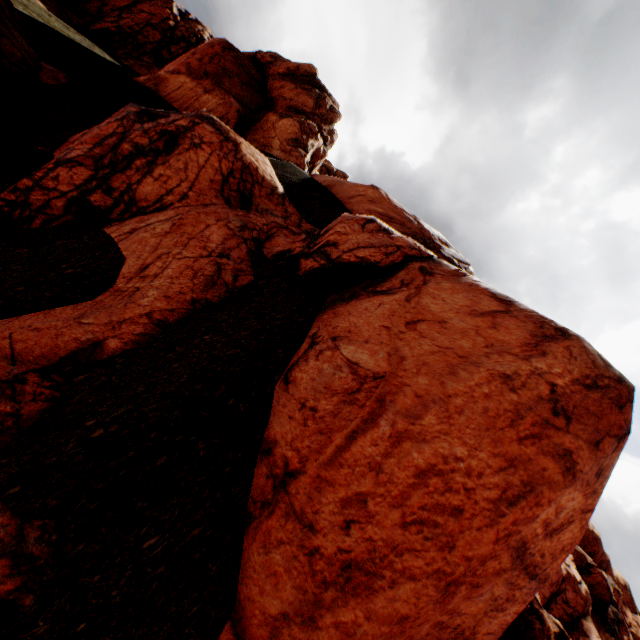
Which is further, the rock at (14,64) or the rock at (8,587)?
the rock at (14,64)

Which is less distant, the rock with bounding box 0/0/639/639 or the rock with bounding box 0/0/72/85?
the rock with bounding box 0/0/639/639

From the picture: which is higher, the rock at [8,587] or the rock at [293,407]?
the rock at [293,407]

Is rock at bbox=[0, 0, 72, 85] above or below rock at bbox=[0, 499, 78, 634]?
above

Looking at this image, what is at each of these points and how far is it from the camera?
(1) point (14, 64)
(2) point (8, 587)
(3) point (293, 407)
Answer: (1) rock, 12.23m
(2) rock, 2.84m
(3) rock, 3.99m
